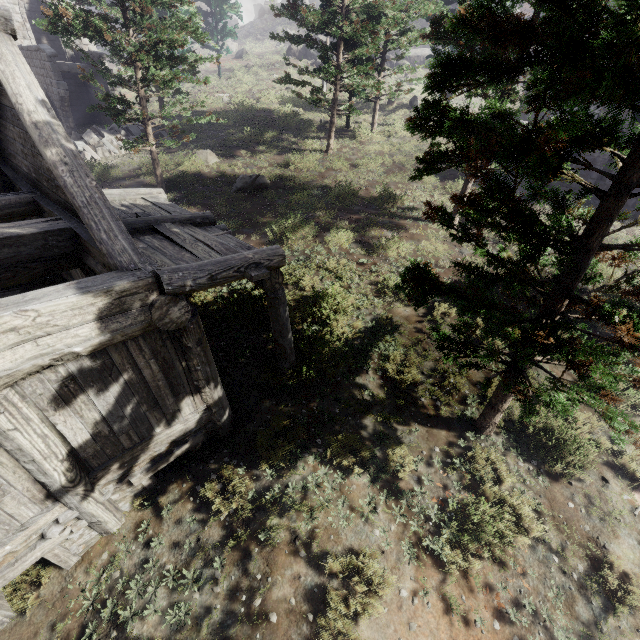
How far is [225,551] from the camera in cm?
536

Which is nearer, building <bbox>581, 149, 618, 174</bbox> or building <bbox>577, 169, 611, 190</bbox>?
building <bbox>581, 149, 618, 174</bbox>

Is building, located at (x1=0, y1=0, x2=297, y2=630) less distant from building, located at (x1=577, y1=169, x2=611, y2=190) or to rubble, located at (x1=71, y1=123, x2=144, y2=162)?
building, located at (x1=577, y1=169, x2=611, y2=190)

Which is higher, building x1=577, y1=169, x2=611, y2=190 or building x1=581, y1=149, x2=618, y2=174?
building x1=581, y1=149, x2=618, y2=174

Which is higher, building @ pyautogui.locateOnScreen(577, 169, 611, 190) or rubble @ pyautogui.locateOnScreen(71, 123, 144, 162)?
building @ pyautogui.locateOnScreen(577, 169, 611, 190)

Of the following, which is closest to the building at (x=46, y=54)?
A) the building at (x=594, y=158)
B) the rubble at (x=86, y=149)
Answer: the building at (x=594, y=158)

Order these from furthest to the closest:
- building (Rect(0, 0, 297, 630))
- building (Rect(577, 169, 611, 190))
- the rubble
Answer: the rubble, building (Rect(577, 169, 611, 190)), building (Rect(0, 0, 297, 630))
